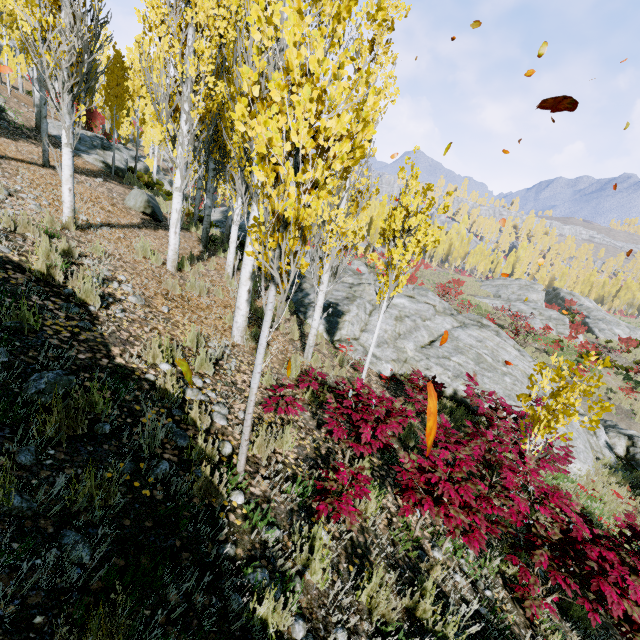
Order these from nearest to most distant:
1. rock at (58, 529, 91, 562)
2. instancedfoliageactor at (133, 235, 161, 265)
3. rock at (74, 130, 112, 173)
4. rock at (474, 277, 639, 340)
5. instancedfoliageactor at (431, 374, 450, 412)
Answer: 1. rock at (58, 529, 91, 562)
2. instancedfoliageactor at (133, 235, 161, 265)
3. instancedfoliageactor at (431, 374, 450, 412)
4. rock at (74, 130, 112, 173)
5. rock at (474, 277, 639, 340)

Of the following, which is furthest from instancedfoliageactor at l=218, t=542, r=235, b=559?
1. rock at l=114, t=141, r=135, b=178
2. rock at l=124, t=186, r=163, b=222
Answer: rock at l=124, t=186, r=163, b=222

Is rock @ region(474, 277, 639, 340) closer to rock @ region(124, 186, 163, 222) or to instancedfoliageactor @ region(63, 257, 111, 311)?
instancedfoliageactor @ region(63, 257, 111, 311)

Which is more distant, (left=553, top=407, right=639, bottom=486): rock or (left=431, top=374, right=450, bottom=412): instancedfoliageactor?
(left=553, top=407, right=639, bottom=486): rock

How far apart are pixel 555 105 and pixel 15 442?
4.91m

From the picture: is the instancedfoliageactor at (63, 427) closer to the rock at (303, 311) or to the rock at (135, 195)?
the rock at (303, 311)

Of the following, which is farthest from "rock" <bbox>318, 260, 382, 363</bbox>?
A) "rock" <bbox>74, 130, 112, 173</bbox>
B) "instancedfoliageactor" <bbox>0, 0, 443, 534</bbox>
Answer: "rock" <bbox>74, 130, 112, 173</bbox>
